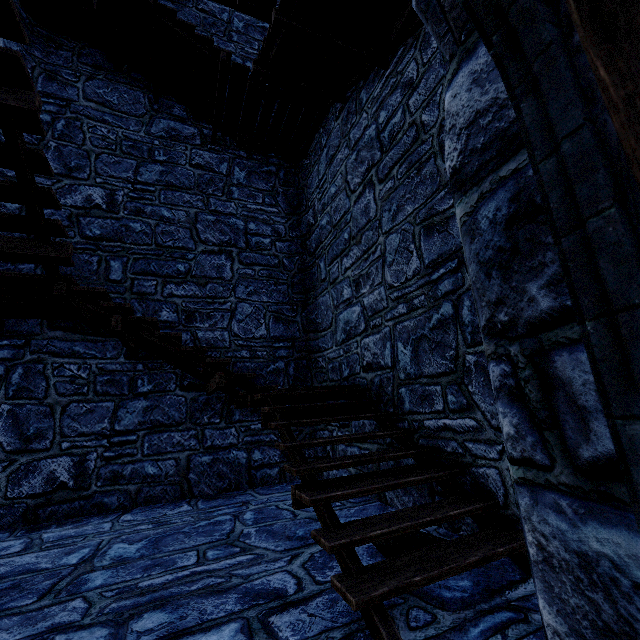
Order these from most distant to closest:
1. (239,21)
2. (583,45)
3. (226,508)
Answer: (239,21)
(226,508)
(583,45)
